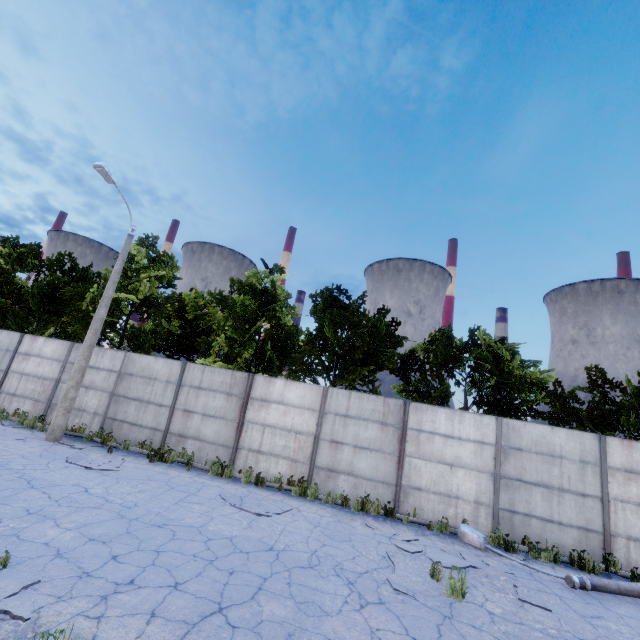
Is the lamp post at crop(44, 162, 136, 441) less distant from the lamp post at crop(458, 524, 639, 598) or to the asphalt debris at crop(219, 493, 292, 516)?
the asphalt debris at crop(219, 493, 292, 516)

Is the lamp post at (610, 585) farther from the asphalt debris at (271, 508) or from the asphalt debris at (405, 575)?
the asphalt debris at (271, 508)

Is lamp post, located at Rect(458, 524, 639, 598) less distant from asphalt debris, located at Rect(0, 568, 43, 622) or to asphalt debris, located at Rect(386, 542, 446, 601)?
asphalt debris, located at Rect(386, 542, 446, 601)

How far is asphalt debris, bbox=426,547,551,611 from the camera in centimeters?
640cm

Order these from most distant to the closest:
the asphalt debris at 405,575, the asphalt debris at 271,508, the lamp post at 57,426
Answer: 1. the lamp post at 57,426
2. the asphalt debris at 271,508
3. the asphalt debris at 405,575

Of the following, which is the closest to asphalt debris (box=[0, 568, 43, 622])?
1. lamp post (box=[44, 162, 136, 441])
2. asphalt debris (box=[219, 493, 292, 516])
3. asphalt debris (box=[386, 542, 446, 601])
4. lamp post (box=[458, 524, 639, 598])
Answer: asphalt debris (box=[219, 493, 292, 516])

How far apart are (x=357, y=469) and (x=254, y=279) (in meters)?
11.43

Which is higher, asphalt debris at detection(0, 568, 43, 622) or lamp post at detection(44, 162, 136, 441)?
lamp post at detection(44, 162, 136, 441)
